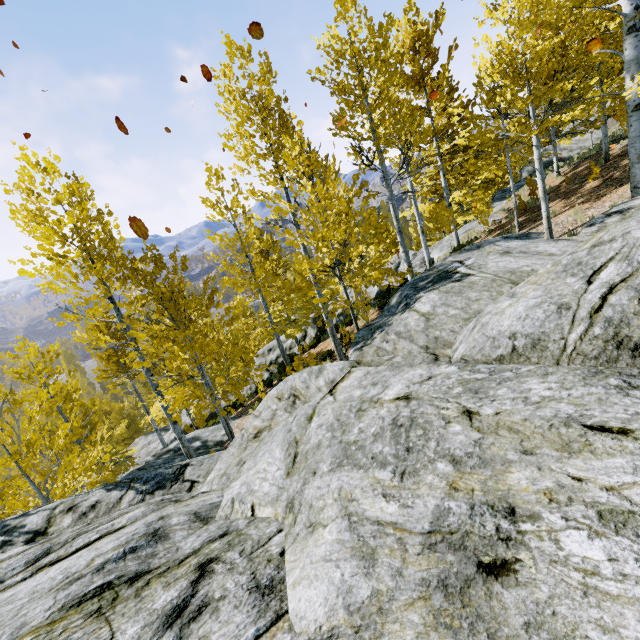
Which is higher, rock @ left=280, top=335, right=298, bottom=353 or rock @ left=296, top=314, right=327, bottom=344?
rock @ left=296, top=314, right=327, bottom=344

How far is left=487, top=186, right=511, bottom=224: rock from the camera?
18.7m

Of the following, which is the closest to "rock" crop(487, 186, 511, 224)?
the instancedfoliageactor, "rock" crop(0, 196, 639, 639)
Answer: the instancedfoliageactor

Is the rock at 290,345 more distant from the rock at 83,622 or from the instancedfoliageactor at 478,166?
the rock at 83,622

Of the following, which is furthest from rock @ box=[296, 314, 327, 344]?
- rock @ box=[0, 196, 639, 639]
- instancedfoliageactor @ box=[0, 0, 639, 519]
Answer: rock @ box=[0, 196, 639, 639]

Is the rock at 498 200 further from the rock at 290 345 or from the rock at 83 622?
the rock at 83 622

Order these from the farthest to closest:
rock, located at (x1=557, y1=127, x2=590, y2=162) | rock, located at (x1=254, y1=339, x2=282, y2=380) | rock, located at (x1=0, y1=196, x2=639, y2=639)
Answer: rock, located at (x1=254, y1=339, x2=282, y2=380), rock, located at (x1=557, y1=127, x2=590, y2=162), rock, located at (x1=0, y1=196, x2=639, y2=639)

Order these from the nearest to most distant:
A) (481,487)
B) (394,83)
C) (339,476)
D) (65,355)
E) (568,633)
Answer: (568,633)
(481,487)
(339,476)
(394,83)
(65,355)
